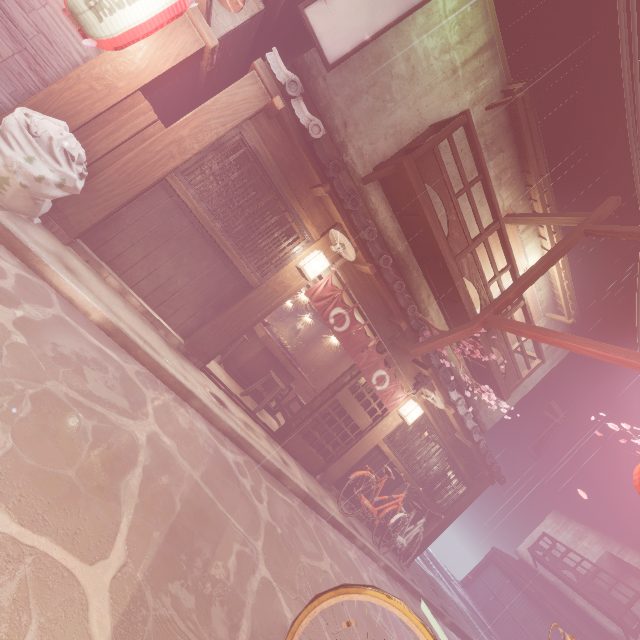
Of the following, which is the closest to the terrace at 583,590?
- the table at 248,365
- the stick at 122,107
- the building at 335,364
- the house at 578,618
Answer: the house at 578,618

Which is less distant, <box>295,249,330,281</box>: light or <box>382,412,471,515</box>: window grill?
<box>295,249,330,281</box>: light

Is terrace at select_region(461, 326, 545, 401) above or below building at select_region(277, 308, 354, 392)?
above

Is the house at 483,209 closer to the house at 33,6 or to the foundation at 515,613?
the house at 33,6

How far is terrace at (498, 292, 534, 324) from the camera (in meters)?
13.88

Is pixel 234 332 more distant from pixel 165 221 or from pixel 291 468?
pixel 291 468

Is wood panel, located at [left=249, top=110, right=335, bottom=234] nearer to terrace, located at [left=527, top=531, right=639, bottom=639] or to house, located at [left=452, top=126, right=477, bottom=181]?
house, located at [left=452, top=126, right=477, bottom=181]

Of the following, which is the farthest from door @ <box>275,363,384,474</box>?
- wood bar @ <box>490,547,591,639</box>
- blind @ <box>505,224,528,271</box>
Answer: wood bar @ <box>490,547,591,639</box>
